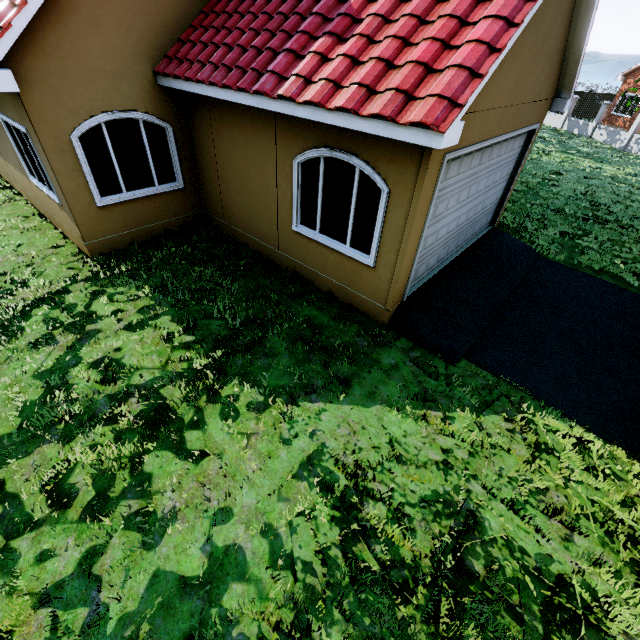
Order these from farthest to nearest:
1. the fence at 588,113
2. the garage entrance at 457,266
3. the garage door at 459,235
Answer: the fence at 588,113 → the garage entrance at 457,266 → the garage door at 459,235

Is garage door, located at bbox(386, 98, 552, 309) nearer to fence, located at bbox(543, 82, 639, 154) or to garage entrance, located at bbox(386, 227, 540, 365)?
garage entrance, located at bbox(386, 227, 540, 365)

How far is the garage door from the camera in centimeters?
465cm

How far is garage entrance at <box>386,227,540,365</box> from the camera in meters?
5.8

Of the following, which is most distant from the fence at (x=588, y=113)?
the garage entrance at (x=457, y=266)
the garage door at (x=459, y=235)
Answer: the garage door at (x=459, y=235)

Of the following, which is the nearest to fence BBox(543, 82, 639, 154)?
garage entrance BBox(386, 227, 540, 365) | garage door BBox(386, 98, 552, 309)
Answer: garage entrance BBox(386, 227, 540, 365)

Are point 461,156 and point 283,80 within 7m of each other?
yes

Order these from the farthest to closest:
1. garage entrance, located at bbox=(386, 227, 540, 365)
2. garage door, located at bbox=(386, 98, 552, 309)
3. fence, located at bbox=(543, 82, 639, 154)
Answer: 1. fence, located at bbox=(543, 82, 639, 154)
2. garage entrance, located at bbox=(386, 227, 540, 365)
3. garage door, located at bbox=(386, 98, 552, 309)
